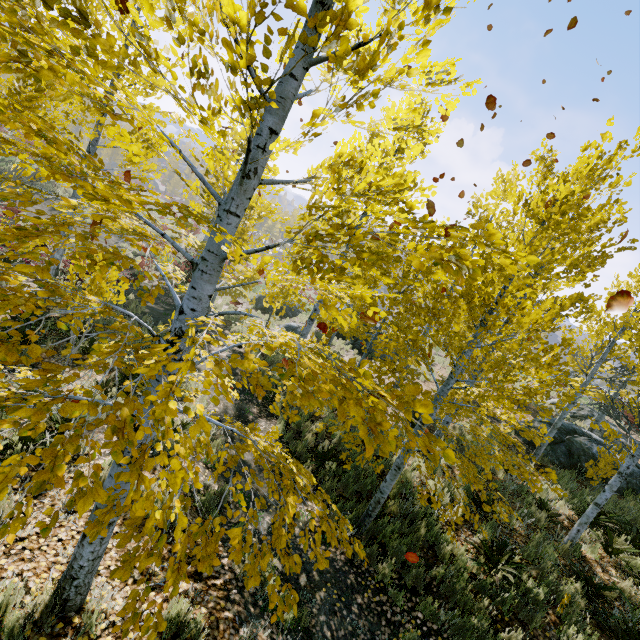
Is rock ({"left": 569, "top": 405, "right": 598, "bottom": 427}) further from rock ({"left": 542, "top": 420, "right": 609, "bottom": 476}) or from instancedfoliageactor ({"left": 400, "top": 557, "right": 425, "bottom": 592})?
rock ({"left": 542, "top": 420, "right": 609, "bottom": 476})

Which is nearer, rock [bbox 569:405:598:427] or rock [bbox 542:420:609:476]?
rock [bbox 542:420:609:476]

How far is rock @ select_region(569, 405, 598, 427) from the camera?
17.34m

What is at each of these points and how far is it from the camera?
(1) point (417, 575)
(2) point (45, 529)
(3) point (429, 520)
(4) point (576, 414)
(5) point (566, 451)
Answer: (1) instancedfoliageactor, 5.45m
(2) instancedfoliageactor, 1.83m
(3) instancedfoliageactor, 6.20m
(4) rock, 17.84m
(5) rock, 11.49m

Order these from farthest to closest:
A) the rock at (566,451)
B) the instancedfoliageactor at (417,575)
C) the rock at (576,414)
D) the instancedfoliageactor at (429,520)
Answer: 1. the rock at (576,414)
2. the rock at (566,451)
3. the instancedfoliageactor at (417,575)
4. the instancedfoliageactor at (429,520)

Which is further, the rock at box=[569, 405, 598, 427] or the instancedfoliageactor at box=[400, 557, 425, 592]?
the rock at box=[569, 405, 598, 427]

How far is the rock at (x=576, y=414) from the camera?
17.34m

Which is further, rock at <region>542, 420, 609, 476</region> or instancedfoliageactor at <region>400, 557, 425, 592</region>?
rock at <region>542, 420, 609, 476</region>
